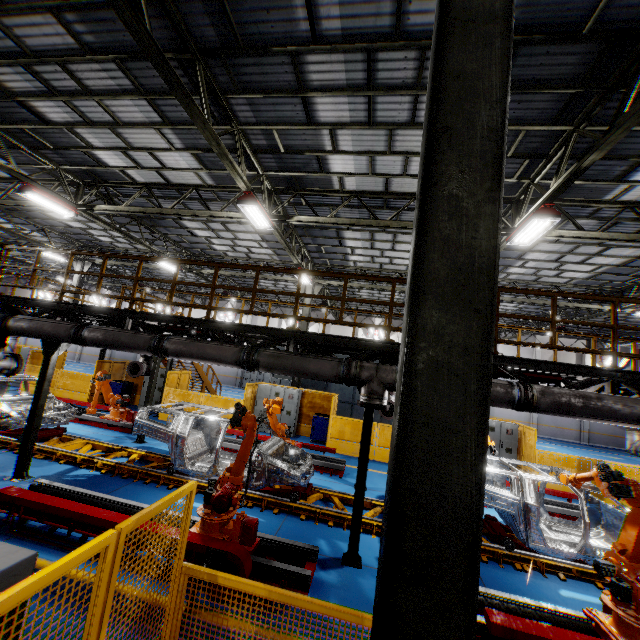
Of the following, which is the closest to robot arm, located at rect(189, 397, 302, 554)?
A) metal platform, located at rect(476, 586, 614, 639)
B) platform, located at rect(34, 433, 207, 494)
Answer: platform, located at rect(34, 433, 207, 494)

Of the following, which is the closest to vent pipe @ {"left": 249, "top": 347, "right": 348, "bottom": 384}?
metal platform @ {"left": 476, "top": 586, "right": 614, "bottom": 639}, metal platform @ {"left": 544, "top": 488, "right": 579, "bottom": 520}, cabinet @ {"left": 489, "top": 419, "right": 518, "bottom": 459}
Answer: metal platform @ {"left": 476, "top": 586, "right": 614, "bottom": 639}

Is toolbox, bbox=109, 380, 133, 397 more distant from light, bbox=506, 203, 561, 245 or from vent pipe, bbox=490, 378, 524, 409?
light, bbox=506, 203, 561, 245

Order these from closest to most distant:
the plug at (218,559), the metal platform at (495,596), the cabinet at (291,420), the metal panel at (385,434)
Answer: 1. the metal platform at (495,596)
2. the plug at (218,559)
3. the metal panel at (385,434)
4. the cabinet at (291,420)

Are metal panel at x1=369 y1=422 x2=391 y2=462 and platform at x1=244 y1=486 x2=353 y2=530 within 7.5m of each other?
yes

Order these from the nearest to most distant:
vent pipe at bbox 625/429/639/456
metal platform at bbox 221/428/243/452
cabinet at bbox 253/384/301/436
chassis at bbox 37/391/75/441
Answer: vent pipe at bbox 625/429/639/456, chassis at bbox 37/391/75/441, metal platform at bbox 221/428/243/452, cabinet at bbox 253/384/301/436

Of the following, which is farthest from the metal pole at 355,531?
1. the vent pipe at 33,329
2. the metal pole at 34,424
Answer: the metal pole at 34,424

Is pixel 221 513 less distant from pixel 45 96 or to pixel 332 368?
pixel 332 368
